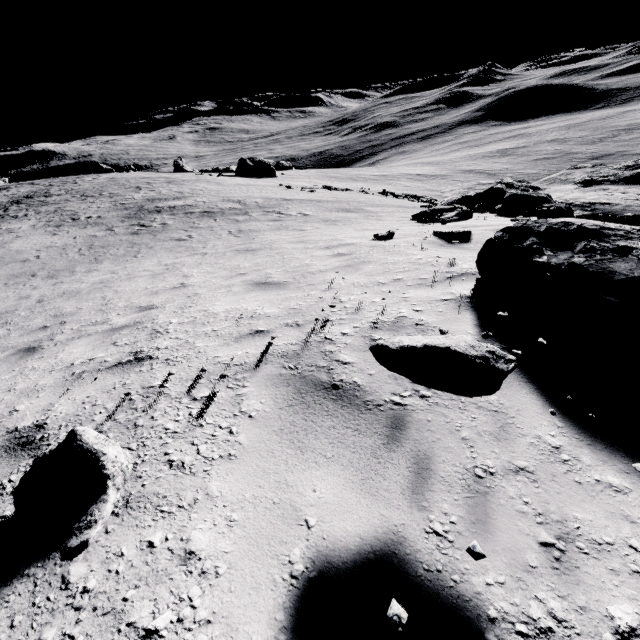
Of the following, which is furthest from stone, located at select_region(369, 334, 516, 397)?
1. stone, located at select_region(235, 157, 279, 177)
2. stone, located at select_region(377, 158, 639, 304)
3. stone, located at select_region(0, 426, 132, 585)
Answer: stone, located at select_region(235, 157, 279, 177)

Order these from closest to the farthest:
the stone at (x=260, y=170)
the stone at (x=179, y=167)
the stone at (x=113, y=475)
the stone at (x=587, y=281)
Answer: the stone at (x=113, y=475) → the stone at (x=587, y=281) → the stone at (x=260, y=170) → the stone at (x=179, y=167)

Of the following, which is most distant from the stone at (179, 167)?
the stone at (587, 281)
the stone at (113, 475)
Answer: the stone at (113, 475)

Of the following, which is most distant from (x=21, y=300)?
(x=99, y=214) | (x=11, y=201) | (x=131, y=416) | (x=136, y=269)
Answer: (x=11, y=201)

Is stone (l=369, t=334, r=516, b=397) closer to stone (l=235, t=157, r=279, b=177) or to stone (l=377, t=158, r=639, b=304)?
stone (l=377, t=158, r=639, b=304)

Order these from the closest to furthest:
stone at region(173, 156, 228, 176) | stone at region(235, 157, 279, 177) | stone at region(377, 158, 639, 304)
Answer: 1. stone at region(377, 158, 639, 304)
2. stone at region(235, 157, 279, 177)
3. stone at region(173, 156, 228, 176)

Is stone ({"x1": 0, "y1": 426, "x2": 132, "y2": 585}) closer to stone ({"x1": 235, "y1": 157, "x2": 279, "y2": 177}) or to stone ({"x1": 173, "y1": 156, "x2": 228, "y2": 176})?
stone ({"x1": 235, "y1": 157, "x2": 279, "y2": 177})

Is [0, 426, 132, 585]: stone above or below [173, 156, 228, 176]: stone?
above
